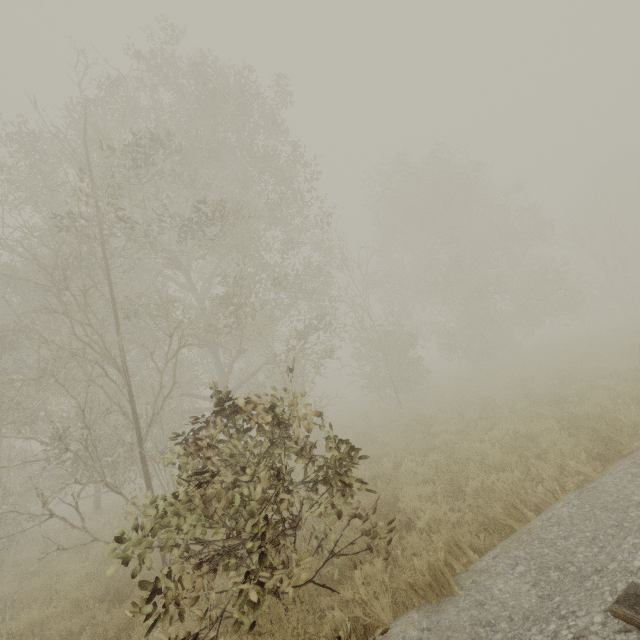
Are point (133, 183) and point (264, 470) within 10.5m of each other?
yes
